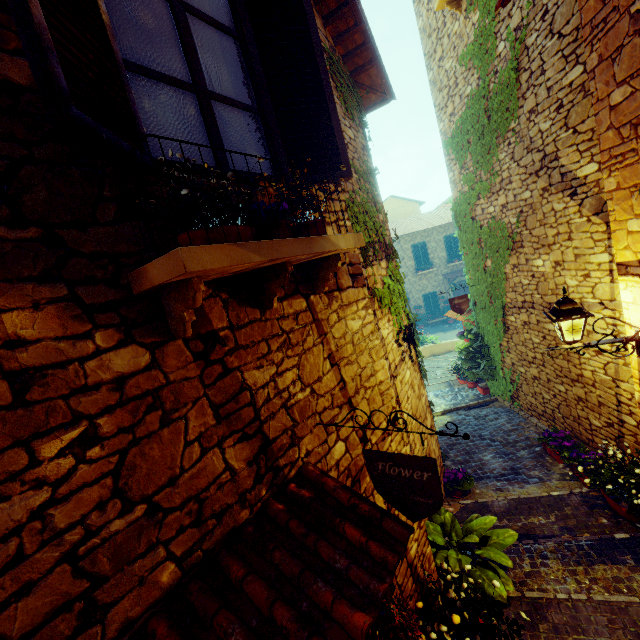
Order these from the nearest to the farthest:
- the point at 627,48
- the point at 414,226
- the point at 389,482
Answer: the point at 389,482
the point at 627,48
the point at 414,226

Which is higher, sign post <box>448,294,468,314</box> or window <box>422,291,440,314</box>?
sign post <box>448,294,468,314</box>

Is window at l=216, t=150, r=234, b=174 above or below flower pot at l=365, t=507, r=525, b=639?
above

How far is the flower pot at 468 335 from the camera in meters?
8.9 m

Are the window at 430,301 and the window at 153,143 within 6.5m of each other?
no

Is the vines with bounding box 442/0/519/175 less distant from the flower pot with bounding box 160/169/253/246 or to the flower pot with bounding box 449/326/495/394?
the flower pot with bounding box 449/326/495/394

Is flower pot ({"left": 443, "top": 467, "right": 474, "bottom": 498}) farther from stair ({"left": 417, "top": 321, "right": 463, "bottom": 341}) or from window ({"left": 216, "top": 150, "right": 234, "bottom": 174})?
window ({"left": 216, "top": 150, "right": 234, "bottom": 174})

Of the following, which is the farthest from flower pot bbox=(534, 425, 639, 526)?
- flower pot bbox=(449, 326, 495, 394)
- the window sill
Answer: the window sill
